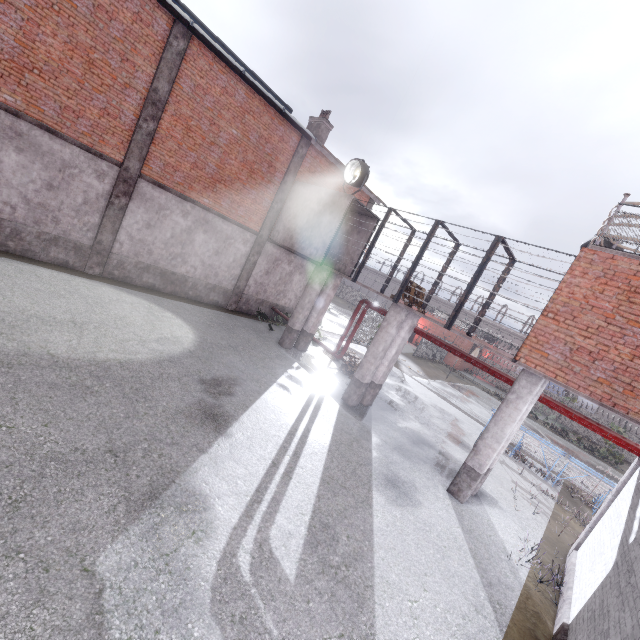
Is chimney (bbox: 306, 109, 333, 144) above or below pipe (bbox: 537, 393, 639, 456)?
above

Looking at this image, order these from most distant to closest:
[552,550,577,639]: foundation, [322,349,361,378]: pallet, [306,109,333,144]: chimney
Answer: [306,109,333,144]: chimney < [322,349,361,378]: pallet < [552,550,577,639]: foundation

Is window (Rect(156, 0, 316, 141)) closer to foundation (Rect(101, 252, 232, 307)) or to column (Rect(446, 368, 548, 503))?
foundation (Rect(101, 252, 232, 307))

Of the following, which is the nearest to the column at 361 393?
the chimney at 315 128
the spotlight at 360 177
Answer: the spotlight at 360 177

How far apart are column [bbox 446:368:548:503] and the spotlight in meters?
8.7 m

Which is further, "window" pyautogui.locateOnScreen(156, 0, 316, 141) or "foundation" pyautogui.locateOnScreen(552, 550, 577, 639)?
"window" pyautogui.locateOnScreen(156, 0, 316, 141)

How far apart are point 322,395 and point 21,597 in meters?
8.7

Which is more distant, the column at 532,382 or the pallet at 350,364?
the pallet at 350,364
